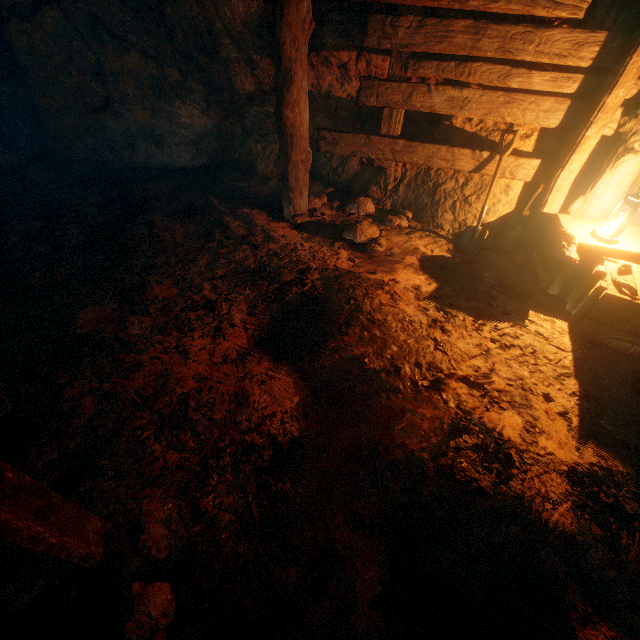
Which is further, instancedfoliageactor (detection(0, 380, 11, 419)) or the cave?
the cave

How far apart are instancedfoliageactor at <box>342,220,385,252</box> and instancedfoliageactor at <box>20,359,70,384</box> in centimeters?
312cm

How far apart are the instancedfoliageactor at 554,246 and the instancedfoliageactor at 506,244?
0.5m

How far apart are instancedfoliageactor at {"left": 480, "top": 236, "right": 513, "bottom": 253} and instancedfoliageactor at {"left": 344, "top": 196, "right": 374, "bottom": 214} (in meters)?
1.41

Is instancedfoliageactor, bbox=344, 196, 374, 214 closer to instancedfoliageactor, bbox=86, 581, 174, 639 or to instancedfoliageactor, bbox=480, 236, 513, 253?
instancedfoliageactor, bbox=480, 236, 513, 253

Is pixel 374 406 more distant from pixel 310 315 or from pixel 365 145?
pixel 365 145

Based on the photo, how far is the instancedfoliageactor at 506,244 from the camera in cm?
383

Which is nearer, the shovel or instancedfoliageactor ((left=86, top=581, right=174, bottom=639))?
instancedfoliageactor ((left=86, top=581, right=174, bottom=639))
